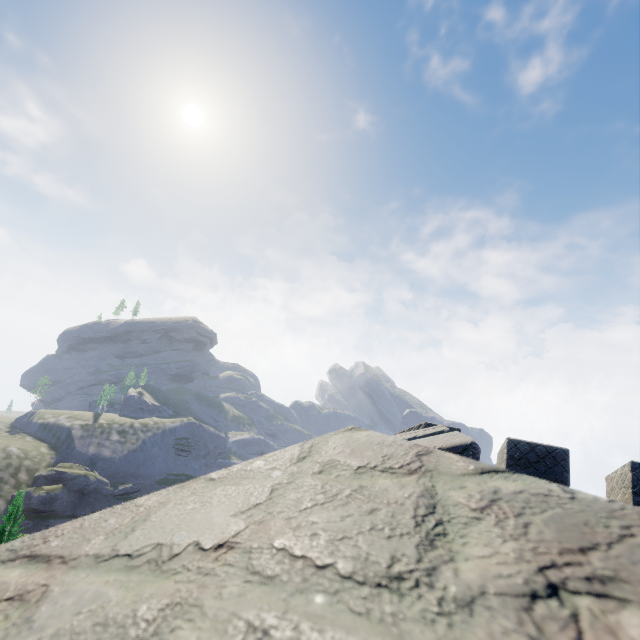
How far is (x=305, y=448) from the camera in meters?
0.7 m

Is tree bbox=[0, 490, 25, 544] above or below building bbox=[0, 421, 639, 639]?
below

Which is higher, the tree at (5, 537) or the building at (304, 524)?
the building at (304, 524)

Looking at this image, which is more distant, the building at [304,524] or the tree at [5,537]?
the tree at [5,537]

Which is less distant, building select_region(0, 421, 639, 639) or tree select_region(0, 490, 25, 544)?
building select_region(0, 421, 639, 639)
